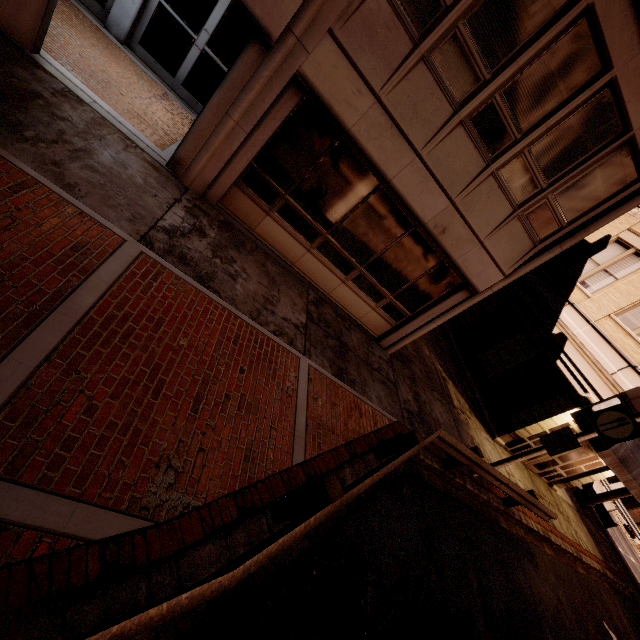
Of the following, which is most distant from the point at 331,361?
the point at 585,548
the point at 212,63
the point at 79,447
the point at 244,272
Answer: the point at 585,548

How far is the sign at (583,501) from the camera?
18.30m

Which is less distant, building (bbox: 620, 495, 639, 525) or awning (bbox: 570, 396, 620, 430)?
awning (bbox: 570, 396, 620, 430)

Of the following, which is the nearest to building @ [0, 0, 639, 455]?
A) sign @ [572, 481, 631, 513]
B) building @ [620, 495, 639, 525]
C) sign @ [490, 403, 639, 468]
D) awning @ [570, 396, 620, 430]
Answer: awning @ [570, 396, 620, 430]

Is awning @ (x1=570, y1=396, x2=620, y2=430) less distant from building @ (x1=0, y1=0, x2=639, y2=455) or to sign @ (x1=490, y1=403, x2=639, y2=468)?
building @ (x1=0, y1=0, x2=639, y2=455)

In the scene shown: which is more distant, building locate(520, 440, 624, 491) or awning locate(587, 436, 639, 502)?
building locate(520, 440, 624, 491)

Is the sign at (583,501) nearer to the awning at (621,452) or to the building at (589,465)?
the awning at (621,452)

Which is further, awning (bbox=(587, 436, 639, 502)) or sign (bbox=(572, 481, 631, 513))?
sign (bbox=(572, 481, 631, 513))
